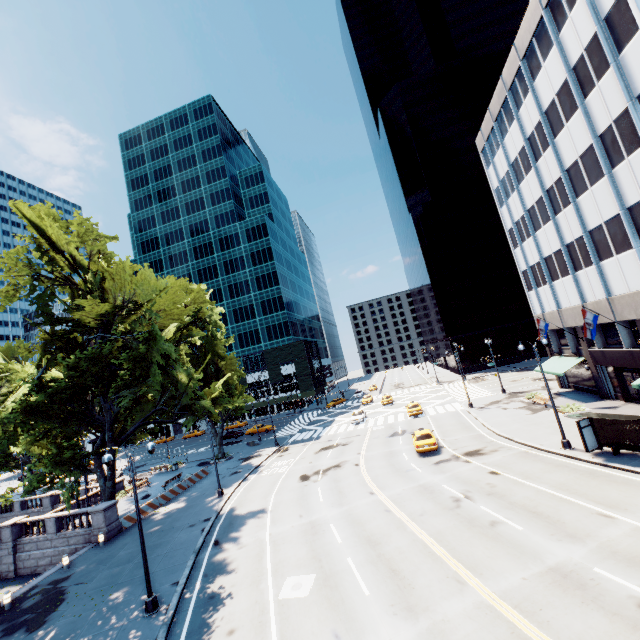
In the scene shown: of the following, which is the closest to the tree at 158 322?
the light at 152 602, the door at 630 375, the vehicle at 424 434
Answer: the light at 152 602

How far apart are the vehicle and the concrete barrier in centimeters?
2306cm

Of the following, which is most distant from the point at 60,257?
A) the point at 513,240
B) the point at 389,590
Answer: the point at 513,240

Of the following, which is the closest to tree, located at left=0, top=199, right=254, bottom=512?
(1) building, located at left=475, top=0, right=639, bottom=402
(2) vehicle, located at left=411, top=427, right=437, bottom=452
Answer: (1) building, located at left=475, top=0, right=639, bottom=402

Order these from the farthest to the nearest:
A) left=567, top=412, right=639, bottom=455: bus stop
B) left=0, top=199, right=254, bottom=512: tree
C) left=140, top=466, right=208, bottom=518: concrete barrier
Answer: left=140, top=466, right=208, bottom=518: concrete barrier → left=0, top=199, right=254, bottom=512: tree → left=567, top=412, right=639, bottom=455: bus stop

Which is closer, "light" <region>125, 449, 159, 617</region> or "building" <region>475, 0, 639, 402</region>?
"light" <region>125, 449, 159, 617</region>

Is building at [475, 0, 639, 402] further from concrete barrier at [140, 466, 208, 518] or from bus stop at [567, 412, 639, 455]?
concrete barrier at [140, 466, 208, 518]

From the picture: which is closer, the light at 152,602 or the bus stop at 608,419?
the light at 152,602
